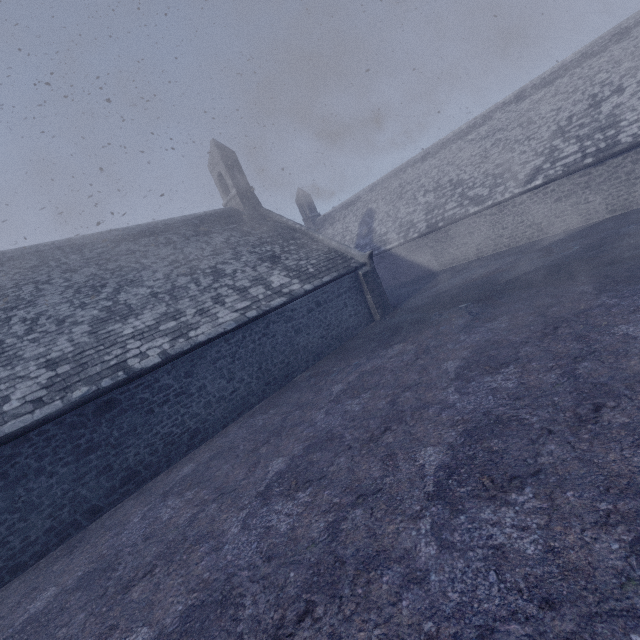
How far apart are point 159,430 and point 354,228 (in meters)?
25.19
